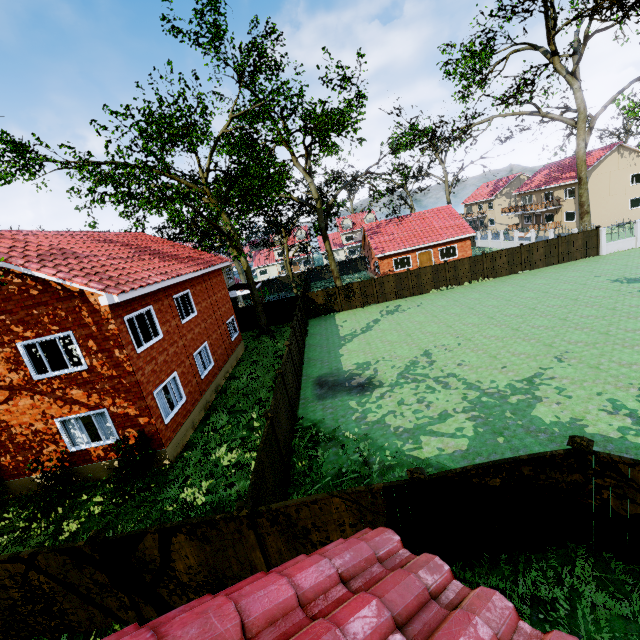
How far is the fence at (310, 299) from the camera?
28.8m

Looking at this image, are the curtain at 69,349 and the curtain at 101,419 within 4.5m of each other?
yes

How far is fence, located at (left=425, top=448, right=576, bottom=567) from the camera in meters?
6.0

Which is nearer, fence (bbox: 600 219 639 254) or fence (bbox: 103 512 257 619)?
fence (bbox: 103 512 257 619)

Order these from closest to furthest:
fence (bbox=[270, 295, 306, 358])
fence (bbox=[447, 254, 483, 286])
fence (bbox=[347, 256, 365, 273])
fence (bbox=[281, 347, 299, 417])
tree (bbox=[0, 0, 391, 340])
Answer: fence (bbox=[281, 347, 299, 417]), tree (bbox=[0, 0, 391, 340]), fence (bbox=[270, 295, 306, 358]), fence (bbox=[447, 254, 483, 286]), fence (bbox=[347, 256, 365, 273])

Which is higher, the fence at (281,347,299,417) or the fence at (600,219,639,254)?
the fence at (281,347,299,417)

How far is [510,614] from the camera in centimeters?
265cm
